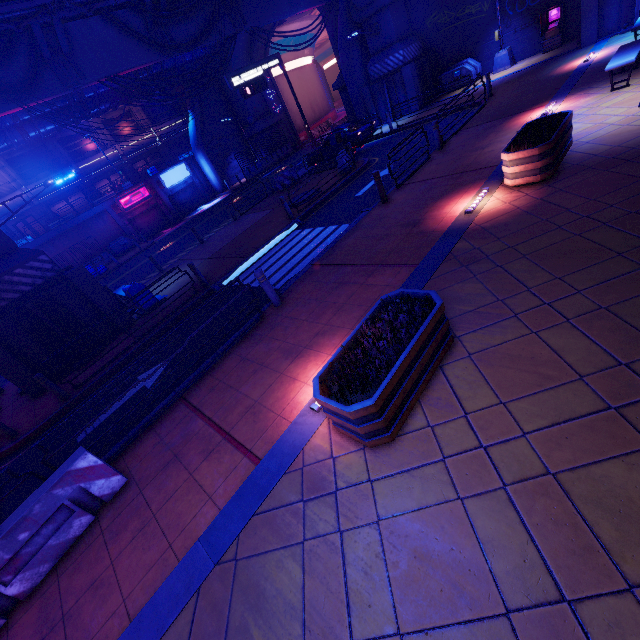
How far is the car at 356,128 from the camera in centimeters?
1914cm

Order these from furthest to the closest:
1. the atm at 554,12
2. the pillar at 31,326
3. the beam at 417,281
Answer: the atm at 554,12, the pillar at 31,326, the beam at 417,281

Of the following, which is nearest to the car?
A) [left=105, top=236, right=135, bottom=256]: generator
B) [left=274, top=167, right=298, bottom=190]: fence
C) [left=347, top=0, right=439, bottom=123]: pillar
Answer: [left=274, top=167, right=298, bottom=190]: fence

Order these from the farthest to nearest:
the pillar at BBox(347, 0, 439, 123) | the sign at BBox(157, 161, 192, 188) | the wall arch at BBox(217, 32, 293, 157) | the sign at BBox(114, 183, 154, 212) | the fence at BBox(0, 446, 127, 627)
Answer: the sign at BBox(157, 161, 192, 188), the wall arch at BBox(217, 32, 293, 157), the sign at BBox(114, 183, 154, 212), the pillar at BBox(347, 0, 439, 123), the fence at BBox(0, 446, 127, 627)

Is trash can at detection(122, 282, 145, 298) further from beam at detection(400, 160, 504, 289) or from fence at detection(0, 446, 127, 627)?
beam at detection(400, 160, 504, 289)

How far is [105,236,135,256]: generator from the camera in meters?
31.2 m

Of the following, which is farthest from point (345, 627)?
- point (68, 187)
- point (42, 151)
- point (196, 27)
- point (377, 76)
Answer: point (42, 151)

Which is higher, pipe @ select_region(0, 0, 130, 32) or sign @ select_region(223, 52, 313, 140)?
pipe @ select_region(0, 0, 130, 32)
